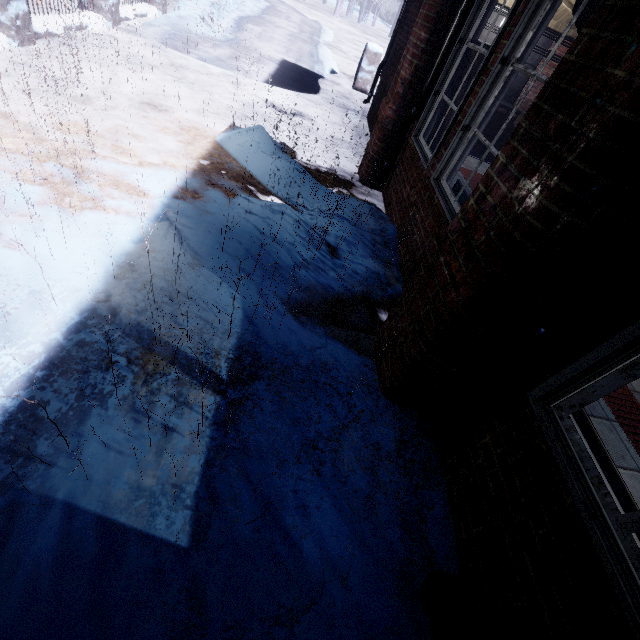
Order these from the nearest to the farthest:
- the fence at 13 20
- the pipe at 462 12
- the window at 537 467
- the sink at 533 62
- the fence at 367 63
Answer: the window at 537 467
the pipe at 462 12
the fence at 13 20
the sink at 533 62
the fence at 367 63

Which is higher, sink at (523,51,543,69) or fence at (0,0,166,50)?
sink at (523,51,543,69)

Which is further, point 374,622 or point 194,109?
point 194,109

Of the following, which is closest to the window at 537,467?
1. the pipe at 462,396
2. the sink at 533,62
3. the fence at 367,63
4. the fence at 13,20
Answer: the pipe at 462,396

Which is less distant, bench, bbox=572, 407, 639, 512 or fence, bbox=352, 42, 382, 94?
bench, bbox=572, 407, 639, 512

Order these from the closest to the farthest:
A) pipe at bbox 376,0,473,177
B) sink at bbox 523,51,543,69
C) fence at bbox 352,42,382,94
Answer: pipe at bbox 376,0,473,177
sink at bbox 523,51,543,69
fence at bbox 352,42,382,94

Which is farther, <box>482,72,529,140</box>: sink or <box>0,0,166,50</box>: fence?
<box>482,72,529,140</box>: sink

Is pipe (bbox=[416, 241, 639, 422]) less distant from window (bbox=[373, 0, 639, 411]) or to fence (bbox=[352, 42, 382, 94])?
window (bbox=[373, 0, 639, 411])
